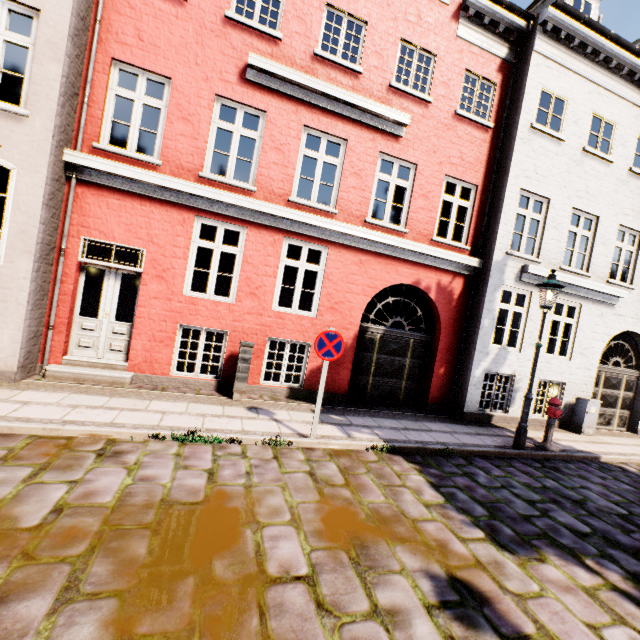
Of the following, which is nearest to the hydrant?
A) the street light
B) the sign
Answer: the street light

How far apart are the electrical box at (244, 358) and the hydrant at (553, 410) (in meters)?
6.80

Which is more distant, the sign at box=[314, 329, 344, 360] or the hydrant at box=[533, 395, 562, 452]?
the hydrant at box=[533, 395, 562, 452]

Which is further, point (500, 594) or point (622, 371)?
point (622, 371)

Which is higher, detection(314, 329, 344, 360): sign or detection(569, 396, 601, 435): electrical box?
detection(314, 329, 344, 360): sign

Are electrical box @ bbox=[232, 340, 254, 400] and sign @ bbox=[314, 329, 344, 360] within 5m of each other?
yes

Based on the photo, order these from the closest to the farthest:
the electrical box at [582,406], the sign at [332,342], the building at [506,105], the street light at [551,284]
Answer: the sign at [332,342]
the building at [506,105]
the street light at [551,284]
the electrical box at [582,406]

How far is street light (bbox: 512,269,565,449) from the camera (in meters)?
6.82
